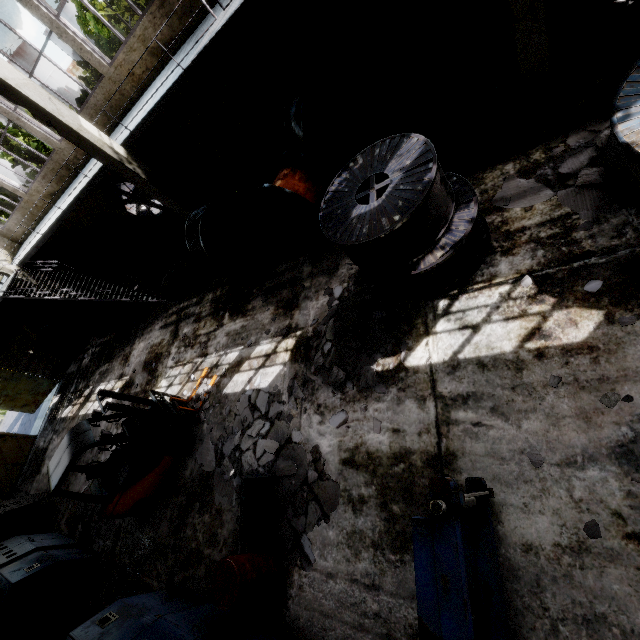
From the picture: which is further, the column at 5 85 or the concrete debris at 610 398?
the column at 5 85

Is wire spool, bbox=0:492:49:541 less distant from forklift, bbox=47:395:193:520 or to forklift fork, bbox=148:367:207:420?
forklift, bbox=47:395:193:520

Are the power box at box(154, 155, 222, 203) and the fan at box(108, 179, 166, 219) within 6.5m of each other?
yes

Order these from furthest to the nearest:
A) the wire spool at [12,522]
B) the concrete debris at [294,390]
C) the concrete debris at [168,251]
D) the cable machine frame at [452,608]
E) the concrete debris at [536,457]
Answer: the concrete debris at [168,251] < the wire spool at [12,522] < the concrete debris at [294,390] < the concrete debris at [536,457] < the cable machine frame at [452,608]

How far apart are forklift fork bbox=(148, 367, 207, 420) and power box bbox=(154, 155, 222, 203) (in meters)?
7.00

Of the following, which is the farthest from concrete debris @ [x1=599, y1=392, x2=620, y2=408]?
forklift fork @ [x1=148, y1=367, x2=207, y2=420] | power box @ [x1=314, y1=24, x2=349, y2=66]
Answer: power box @ [x1=314, y1=24, x2=349, y2=66]

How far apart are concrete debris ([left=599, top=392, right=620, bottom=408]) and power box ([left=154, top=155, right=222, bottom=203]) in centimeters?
1287cm

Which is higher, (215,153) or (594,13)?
(215,153)
